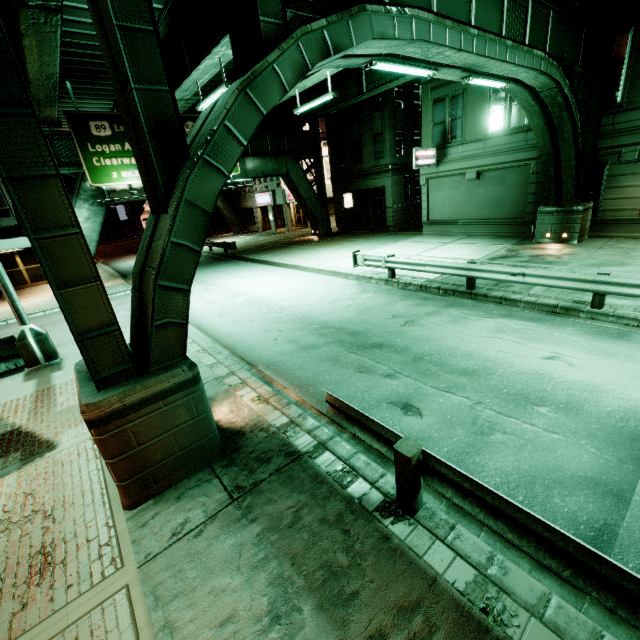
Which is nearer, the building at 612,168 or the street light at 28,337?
the street light at 28,337

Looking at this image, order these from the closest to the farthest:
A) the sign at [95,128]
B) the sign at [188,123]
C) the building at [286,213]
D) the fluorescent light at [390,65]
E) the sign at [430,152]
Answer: the fluorescent light at [390,65] < the sign at [95,128] < the sign at [430,152] < the sign at [188,123] < the building at [286,213]

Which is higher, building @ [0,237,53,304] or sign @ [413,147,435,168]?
sign @ [413,147,435,168]

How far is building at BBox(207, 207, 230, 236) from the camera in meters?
44.8

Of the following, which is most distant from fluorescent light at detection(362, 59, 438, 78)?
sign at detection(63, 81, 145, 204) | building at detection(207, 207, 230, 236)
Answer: building at detection(207, 207, 230, 236)

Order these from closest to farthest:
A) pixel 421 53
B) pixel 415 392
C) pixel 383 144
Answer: pixel 415 392 → pixel 421 53 → pixel 383 144

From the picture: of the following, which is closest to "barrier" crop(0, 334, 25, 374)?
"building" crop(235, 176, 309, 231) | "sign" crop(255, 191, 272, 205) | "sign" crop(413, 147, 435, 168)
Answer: "sign" crop(413, 147, 435, 168)

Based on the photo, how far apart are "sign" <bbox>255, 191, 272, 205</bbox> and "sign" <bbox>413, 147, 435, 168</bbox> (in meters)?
20.16
